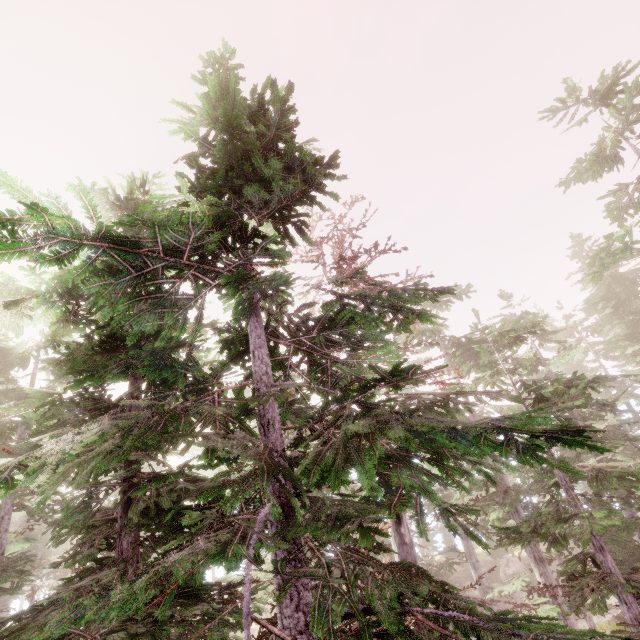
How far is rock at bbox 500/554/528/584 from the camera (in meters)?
31.31

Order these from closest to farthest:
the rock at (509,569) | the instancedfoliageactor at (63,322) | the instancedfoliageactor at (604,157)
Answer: the instancedfoliageactor at (63,322), the instancedfoliageactor at (604,157), the rock at (509,569)

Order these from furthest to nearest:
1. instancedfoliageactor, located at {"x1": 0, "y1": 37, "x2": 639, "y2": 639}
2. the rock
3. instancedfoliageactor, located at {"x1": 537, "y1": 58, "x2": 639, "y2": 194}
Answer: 1. the rock
2. instancedfoliageactor, located at {"x1": 537, "y1": 58, "x2": 639, "y2": 194}
3. instancedfoliageactor, located at {"x1": 0, "y1": 37, "x2": 639, "y2": 639}

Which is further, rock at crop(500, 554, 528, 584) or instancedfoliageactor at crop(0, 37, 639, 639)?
rock at crop(500, 554, 528, 584)

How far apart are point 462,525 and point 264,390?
3.3m

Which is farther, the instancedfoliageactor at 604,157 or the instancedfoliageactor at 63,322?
the instancedfoliageactor at 604,157

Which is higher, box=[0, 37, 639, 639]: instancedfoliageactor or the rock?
box=[0, 37, 639, 639]: instancedfoliageactor
